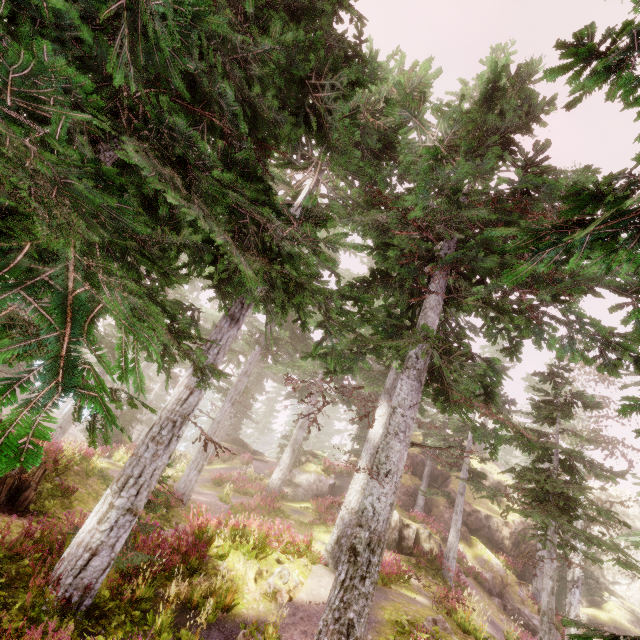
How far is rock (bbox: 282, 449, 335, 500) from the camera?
24.2m

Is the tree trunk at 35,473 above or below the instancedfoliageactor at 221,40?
below

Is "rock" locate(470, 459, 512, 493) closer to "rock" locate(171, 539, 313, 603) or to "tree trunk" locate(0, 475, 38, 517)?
"rock" locate(171, 539, 313, 603)

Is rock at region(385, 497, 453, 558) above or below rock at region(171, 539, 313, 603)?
above

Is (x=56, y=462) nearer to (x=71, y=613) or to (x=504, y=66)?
(x=71, y=613)

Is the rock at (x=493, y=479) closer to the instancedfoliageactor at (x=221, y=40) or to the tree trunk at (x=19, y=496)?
the instancedfoliageactor at (x=221, y=40)

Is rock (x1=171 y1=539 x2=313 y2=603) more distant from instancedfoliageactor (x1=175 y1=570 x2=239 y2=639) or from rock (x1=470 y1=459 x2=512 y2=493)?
rock (x1=470 y1=459 x2=512 y2=493)
